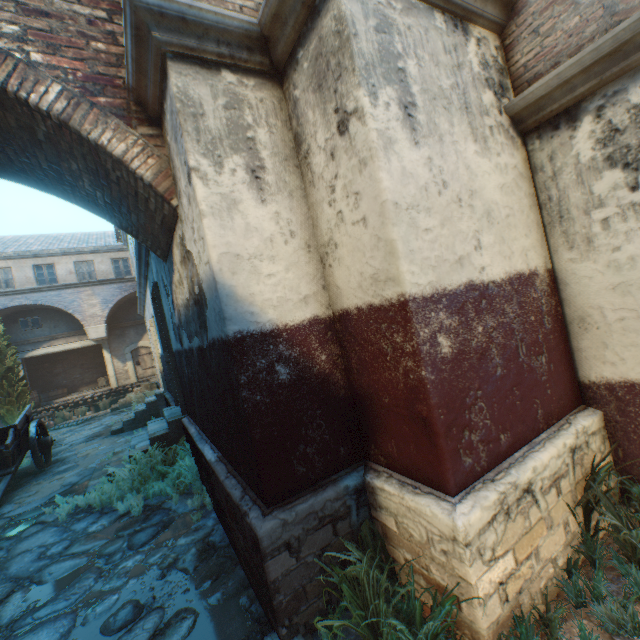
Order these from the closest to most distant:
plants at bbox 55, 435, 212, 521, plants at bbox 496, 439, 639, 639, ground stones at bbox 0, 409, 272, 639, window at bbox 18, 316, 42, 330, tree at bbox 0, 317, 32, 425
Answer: plants at bbox 496, 439, 639, 639 < ground stones at bbox 0, 409, 272, 639 < plants at bbox 55, 435, 212, 521 < tree at bbox 0, 317, 32, 425 < window at bbox 18, 316, 42, 330

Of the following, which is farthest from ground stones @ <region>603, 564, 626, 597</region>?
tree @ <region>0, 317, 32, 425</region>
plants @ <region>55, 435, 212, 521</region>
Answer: tree @ <region>0, 317, 32, 425</region>

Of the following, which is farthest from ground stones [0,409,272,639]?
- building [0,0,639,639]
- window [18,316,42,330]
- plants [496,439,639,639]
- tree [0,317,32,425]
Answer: window [18,316,42,330]

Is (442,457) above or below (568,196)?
below

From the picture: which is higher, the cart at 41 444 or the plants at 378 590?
the cart at 41 444

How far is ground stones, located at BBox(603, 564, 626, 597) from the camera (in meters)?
2.30

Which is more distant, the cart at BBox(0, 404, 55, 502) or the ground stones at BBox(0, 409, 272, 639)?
the cart at BBox(0, 404, 55, 502)

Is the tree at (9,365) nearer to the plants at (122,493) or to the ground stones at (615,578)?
the plants at (122,493)
